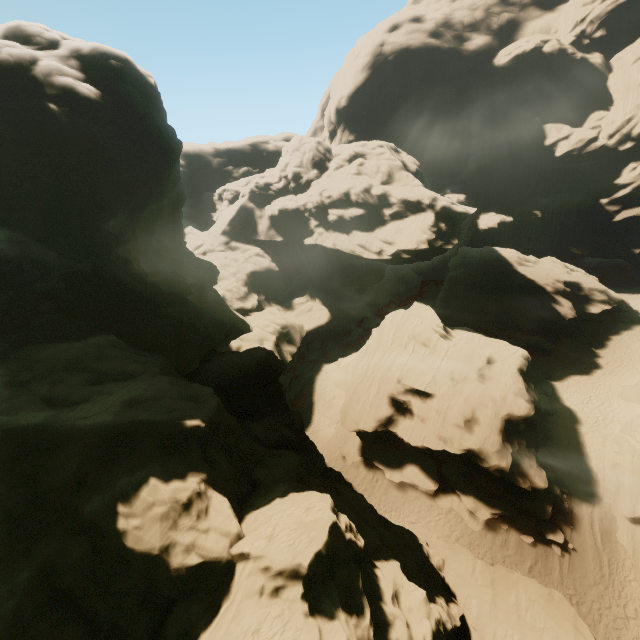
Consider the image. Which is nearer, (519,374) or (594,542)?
(594,542)

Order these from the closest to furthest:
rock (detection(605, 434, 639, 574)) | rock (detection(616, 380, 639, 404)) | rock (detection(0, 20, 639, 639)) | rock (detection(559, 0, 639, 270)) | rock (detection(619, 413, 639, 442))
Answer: rock (detection(0, 20, 639, 639)) < rock (detection(605, 434, 639, 574)) < rock (detection(619, 413, 639, 442)) < rock (detection(616, 380, 639, 404)) < rock (detection(559, 0, 639, 270))

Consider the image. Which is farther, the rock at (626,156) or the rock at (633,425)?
the rock at (626,156)

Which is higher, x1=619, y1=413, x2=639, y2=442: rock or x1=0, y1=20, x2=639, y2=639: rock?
x1=0, y1=20, x2=639, y2=639: rock

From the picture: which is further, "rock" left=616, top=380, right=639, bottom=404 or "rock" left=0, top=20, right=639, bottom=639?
"rock" left=616, top=380, right=639, bottom=404
